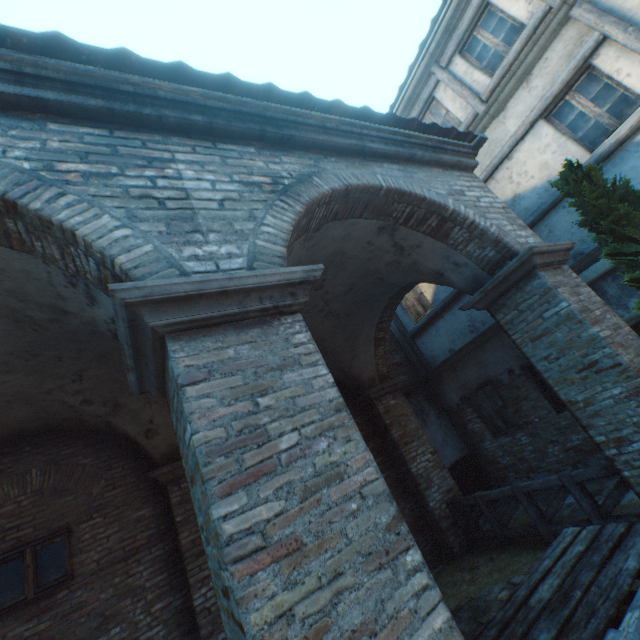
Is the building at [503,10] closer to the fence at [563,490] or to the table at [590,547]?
the fence at [563,490]

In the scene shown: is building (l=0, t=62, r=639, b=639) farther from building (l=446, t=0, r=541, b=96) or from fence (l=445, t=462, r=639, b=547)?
fence (l=445, t=462, r=639, b=547)

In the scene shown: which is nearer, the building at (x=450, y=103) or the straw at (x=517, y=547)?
the straw at (x=517, y=547)

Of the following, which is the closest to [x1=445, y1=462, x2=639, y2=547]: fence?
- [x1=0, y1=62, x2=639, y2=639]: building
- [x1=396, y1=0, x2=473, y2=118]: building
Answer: [x1=396, y1=0, x2=473, y2=118]: building

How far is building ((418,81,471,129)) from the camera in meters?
8.2 m

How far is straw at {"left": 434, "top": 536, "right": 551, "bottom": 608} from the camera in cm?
537

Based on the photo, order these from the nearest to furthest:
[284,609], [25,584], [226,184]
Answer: [284,609] < [226,184] < [25,584]

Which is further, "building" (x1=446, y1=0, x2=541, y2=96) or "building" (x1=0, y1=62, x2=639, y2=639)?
"building" (x1=446, y1=0, x2=541, y2=96)
